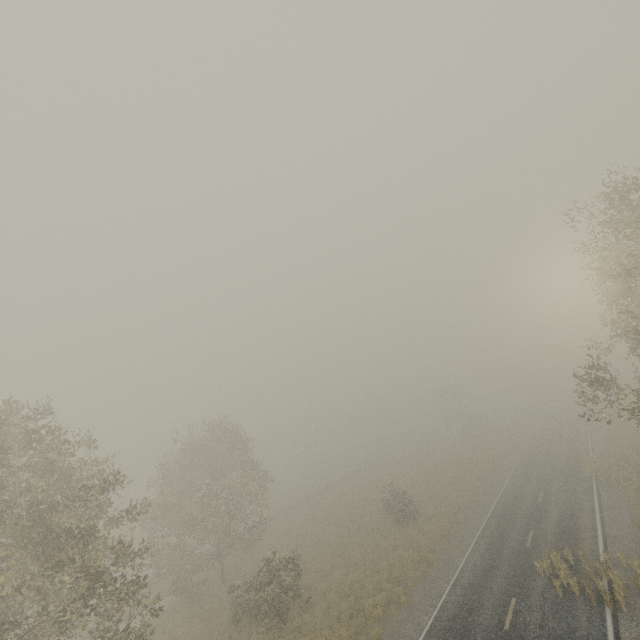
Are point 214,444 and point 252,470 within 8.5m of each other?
yes
